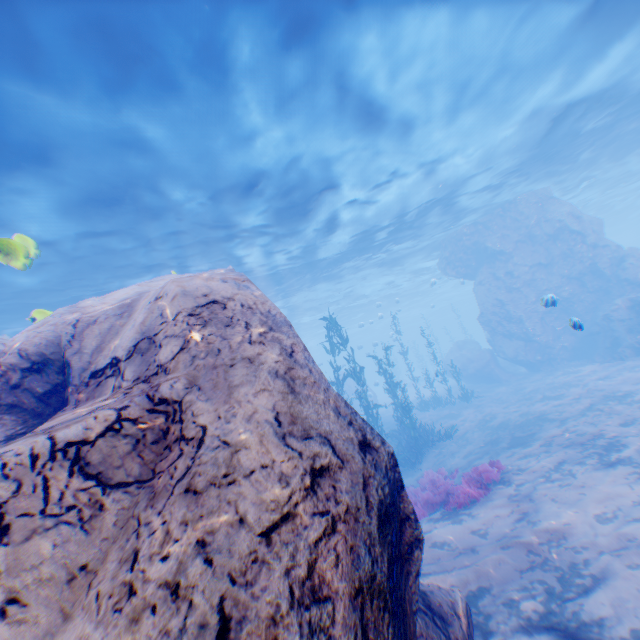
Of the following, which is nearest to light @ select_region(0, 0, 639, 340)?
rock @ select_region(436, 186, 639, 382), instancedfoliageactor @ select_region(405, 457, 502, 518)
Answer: rock @ select_region(436, 186, 639, 382)

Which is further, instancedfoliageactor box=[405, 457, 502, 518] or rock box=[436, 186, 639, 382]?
rock box=[436, 186, 639, 382]

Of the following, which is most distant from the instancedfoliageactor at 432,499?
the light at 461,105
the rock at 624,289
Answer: the light at 461,105

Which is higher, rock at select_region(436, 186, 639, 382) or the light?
the light

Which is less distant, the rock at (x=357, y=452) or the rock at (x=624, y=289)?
the rock at (x=357, y=452)

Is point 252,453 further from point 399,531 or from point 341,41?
point 341,41

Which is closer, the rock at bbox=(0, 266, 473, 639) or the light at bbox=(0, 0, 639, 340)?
the rock at bbox=(0, 266, 473, 639)

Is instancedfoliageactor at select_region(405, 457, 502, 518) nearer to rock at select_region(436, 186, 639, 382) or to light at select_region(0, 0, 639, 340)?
rock at select_region(436, 186, 639, 382)
